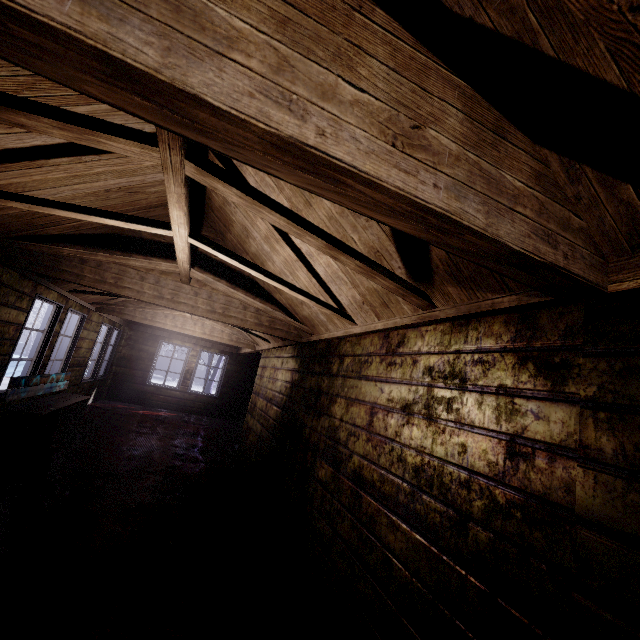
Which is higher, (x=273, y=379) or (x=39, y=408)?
(x=273, y=379)

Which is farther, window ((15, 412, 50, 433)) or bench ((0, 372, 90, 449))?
window ((15, 412, 50, 433))

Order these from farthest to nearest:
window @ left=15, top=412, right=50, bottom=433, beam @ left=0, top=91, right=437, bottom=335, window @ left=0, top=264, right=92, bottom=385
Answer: window @ left=15, top=412, right=50, bottom=433, window @ left=0, top=264, right=92, bottom=385, beam @ left=0, top=91, right=437, bottom=335

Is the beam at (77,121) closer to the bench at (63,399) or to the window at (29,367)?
the window at (29,367)

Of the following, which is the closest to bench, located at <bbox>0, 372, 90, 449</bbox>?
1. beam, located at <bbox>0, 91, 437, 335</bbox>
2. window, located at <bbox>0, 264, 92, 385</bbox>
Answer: window, located at <bbox>0, 264, 92, 385</bbox>

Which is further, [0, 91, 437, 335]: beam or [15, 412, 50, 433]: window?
[15, 412, 50, 433]: window

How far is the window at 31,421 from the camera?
4.51m

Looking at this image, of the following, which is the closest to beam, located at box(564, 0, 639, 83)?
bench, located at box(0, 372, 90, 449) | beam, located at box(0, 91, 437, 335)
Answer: beam, located at box(0, 91, 437, 335)
